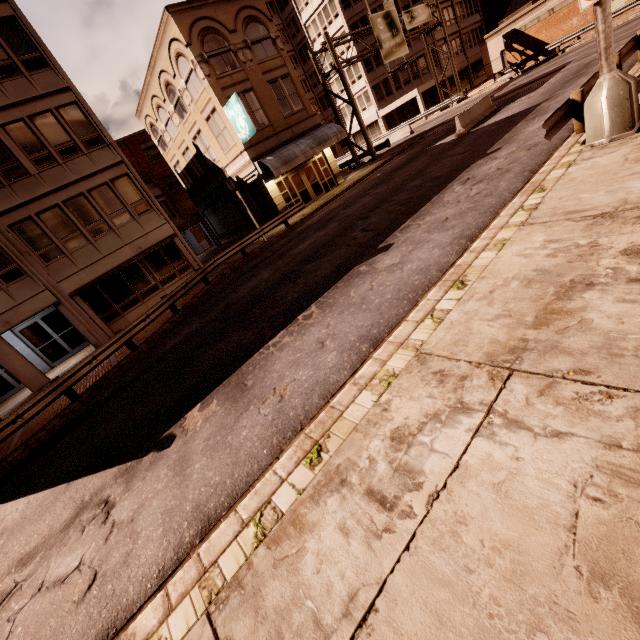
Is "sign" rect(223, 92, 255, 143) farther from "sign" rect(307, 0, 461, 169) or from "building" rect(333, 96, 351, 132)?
"building" rect(333, 96, 351, 132)

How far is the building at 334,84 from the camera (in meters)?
48.25

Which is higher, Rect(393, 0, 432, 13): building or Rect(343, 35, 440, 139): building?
Rect(393, 0, 432, 13): building

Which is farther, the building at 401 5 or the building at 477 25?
the building at 401 5

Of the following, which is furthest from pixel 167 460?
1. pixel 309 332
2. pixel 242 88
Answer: pixel 242 88

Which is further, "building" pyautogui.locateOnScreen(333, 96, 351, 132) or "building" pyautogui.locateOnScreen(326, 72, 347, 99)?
"building" pyautogui.locateOnScreen(333, 96, 351, 132)

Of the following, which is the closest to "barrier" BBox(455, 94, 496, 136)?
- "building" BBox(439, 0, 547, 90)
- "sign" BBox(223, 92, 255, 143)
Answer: "sign" BBox(223, 92, 255, 143)

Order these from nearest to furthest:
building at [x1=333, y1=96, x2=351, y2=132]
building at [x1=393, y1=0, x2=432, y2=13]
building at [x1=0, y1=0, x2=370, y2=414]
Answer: building at [x1=0, y1=0, x2=370, y2=414], building at [x1=393, y1=0, x2=432, y2=13], building at [x1=333, y1=96, x2=351, y2=132]
